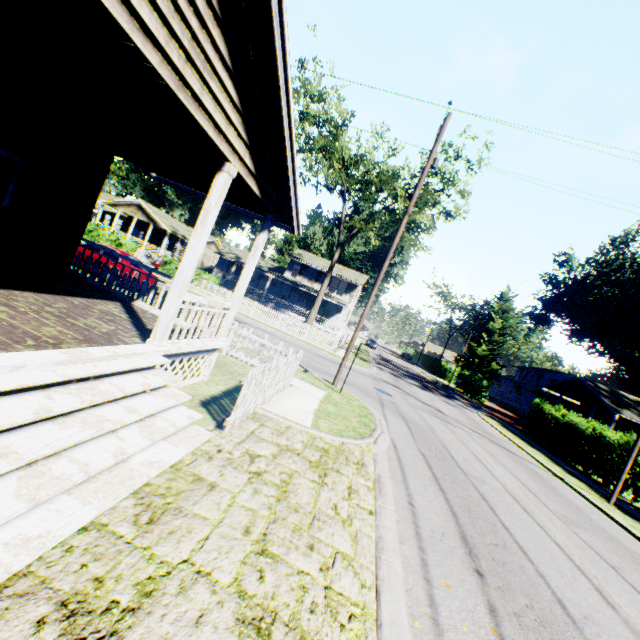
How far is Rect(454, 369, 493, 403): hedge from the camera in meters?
37.0 m

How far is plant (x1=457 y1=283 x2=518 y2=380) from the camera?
52.0m

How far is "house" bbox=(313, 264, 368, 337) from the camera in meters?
39.2 m

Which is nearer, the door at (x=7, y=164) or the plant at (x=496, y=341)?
the door at (x=7, y=164)

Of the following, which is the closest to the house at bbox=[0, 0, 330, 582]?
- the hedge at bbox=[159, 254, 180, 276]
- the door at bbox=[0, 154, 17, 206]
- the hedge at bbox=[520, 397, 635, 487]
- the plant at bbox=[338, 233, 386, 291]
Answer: the door at bbox=[0, 154, 17, 206]

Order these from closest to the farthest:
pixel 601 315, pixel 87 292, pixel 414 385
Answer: pixel 87 292, pixel 414 385, pixel 601 315

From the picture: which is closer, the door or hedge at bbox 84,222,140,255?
the door

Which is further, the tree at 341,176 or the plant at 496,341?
the plant at 496,341
